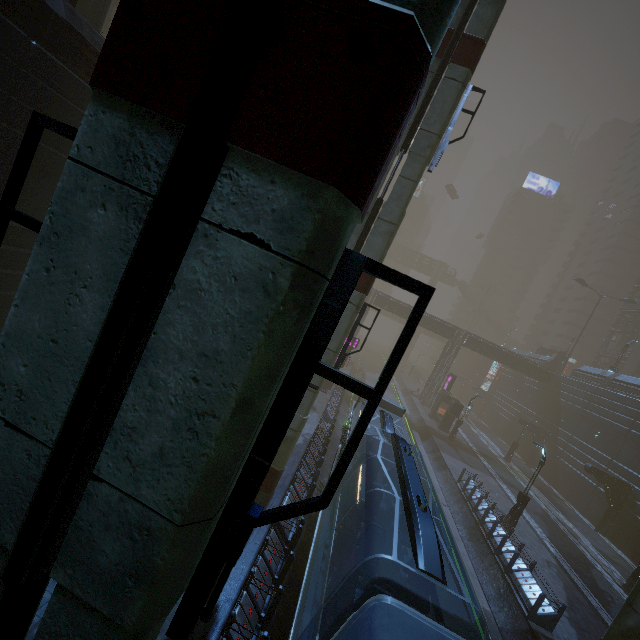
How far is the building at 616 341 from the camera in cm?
5150

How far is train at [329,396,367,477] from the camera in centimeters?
1437cm

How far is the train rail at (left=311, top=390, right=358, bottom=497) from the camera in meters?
16.9

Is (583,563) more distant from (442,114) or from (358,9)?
(358,9)

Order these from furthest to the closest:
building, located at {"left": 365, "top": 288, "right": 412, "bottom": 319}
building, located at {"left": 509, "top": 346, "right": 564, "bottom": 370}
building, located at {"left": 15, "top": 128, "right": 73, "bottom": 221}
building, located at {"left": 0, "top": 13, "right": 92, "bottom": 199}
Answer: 1. building, located at {"left": 509, "top": 346, "right": 564, "bottom": 370}
2. building, located at {"left": 365, "top": 288, "right": 412, "bottom": 319}
3. building, located at {"left": 15, "top": 128, "right": 73, "bottom": 221}
4. building, located at {"left": 0, "top": 13, "right": 92, "bottom": 199}

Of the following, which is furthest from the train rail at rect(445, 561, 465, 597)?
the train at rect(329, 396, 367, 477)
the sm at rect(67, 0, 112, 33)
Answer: the sm at rect(67, 0, 112, 33)

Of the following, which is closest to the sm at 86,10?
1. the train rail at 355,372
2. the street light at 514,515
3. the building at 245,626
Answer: the building at 245,626

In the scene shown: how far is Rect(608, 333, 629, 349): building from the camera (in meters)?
51.50
